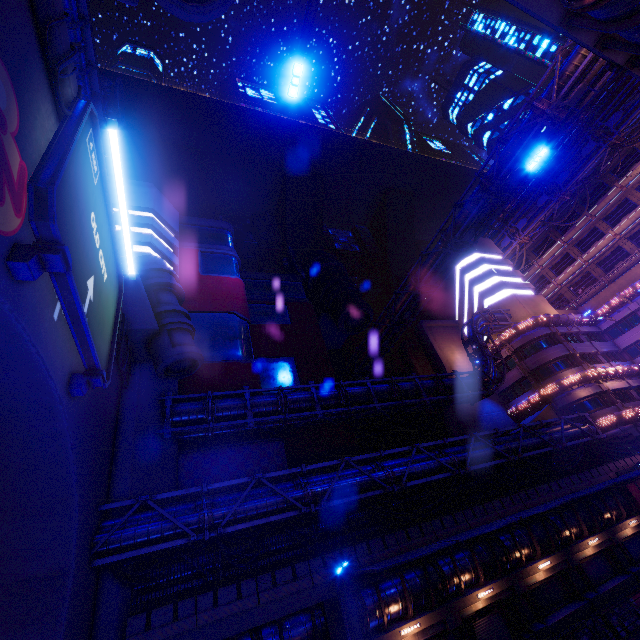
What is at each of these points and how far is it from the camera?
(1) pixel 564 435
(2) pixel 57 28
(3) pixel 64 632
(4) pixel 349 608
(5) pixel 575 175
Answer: (1) pipe, 25.0 meters
(2) wall arch, 7.7 meters
(3) wall arch, 9.5 meters
(4) column, 14.9 meters
(5) pipe, 46.6 meters

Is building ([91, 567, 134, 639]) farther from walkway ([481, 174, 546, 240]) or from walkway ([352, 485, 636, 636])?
walkway ([481, 174, 546, 240])

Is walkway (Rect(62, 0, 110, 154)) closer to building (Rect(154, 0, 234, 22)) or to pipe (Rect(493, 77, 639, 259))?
building (Rect(154, 0, 234, 22))

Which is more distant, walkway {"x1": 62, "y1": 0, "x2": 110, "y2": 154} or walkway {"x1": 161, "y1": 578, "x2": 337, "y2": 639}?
walkway {"x1": 62, "y1": 0, "x2": 110, "y2": 154}

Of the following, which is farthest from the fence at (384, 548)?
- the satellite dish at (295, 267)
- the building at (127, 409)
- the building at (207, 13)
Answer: the satellite dish at (295, 267)

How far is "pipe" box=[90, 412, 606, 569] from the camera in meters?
13.6 m

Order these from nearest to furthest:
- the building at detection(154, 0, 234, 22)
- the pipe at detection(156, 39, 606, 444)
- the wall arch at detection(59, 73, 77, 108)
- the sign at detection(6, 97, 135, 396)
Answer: the sign at detection(6, 97, 135, 396), the building at detection(154, 0, 234, 22), the wall arch at detection(59, 73, 77, 108), the pipe at detection(156, 39, 606, 444)

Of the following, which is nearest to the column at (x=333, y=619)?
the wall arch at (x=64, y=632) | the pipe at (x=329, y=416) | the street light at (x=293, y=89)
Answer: the wall arch at (x=64, y=632)
